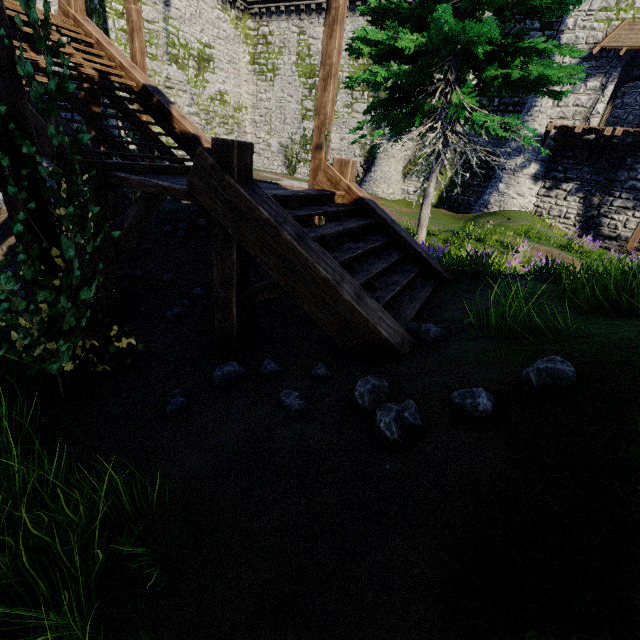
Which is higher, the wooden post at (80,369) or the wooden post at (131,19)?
the wooden post at (131,19)

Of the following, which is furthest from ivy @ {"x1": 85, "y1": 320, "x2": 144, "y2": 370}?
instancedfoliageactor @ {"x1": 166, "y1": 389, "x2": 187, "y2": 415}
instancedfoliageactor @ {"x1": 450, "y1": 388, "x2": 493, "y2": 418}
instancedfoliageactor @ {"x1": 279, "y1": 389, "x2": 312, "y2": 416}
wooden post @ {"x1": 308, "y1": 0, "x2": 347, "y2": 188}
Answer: wooden post @ {"x1": 308, "y1": 0, "x2": 347, "y2": 188}

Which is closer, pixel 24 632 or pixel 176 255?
pixel 24 632

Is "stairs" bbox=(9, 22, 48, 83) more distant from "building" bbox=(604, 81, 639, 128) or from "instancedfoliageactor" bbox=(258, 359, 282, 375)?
"building" bbox=(604, 81, 639, 128)

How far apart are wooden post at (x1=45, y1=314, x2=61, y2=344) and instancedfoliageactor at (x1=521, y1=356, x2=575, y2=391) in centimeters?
426cm

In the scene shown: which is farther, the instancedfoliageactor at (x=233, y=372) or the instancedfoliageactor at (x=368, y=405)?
the instancedfoliageactor at (x=233, y=372)

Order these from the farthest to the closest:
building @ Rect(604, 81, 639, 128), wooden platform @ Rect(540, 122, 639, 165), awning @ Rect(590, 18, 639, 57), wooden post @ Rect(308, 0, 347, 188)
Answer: building @ Rect(604, 81, 639, 128) < wooden platform @ Rect(540, 122, 639, 165) < awning @ Rect(590, 18, 639, 57) < wooden post @ Rect(308, 0, 347, 188)

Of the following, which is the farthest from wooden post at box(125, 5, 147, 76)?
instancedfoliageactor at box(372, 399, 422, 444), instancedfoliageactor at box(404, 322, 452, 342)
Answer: instancedfoliageactor at box(372, 399, 422, 444)
